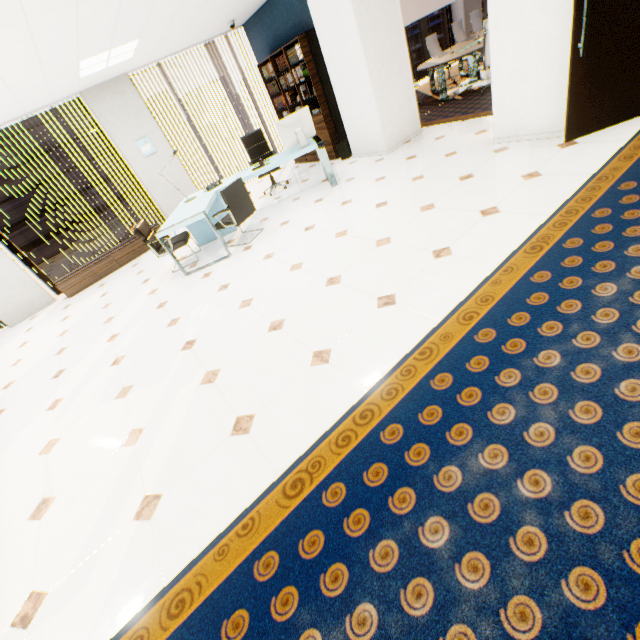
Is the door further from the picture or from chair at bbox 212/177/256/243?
the picture

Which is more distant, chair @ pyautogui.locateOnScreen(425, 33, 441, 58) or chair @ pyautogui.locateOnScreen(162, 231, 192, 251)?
chair @ pyautogui.locateOnScreen(425, 33, 441, 58)

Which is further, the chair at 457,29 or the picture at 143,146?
the chair at 457,29

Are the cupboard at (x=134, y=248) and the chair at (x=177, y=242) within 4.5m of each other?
yes

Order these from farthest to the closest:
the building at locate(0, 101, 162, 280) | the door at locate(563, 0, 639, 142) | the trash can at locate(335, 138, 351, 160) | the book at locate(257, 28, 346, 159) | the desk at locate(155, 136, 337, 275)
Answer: the building at locate(0, 101, 162, 280)
the trash can at locate(335, 138, 351, 160)
the book at locate(257, 28, 346, 159)
the desk at locate(155, 136, 337, 275)
the door at locate(563, 0, 639, 142)

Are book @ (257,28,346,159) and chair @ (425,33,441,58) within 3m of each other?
no

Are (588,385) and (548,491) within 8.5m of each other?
yes
